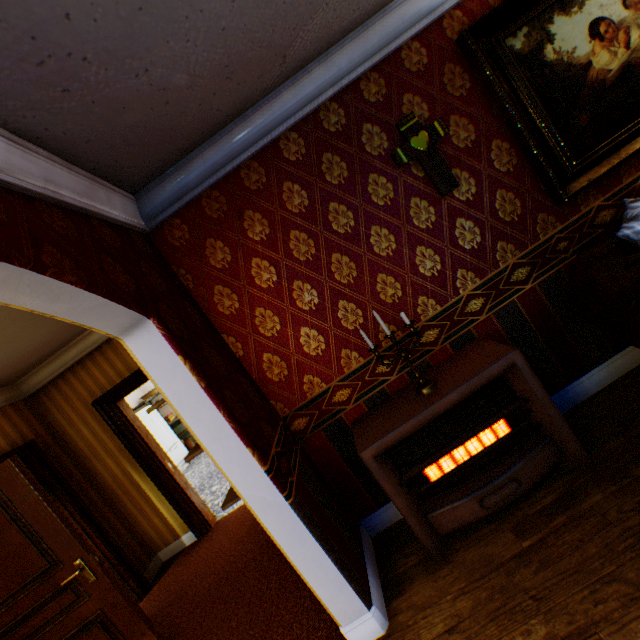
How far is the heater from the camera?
2.0 meters

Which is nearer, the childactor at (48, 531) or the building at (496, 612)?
the building at (496, 612)

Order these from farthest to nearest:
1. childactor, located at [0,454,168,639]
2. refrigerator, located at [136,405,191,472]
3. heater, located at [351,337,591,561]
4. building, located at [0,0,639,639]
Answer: refrigerator, located at [136,405,191,472]
childactor, located at [0,454,168,639]
heater, located at [351,337,591,561]
building, located at [0,0,639,639]

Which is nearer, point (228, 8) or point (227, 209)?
point (228, 8)

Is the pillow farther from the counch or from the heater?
the heater

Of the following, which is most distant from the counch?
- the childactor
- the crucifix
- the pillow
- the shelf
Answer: the childactor

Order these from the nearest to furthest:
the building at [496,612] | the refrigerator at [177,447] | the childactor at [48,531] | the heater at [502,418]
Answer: the building at [496,612]
the heater at [502,418]
the childactor at [48,531]
the refrigerator at [177,447]

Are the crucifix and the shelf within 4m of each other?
yes
